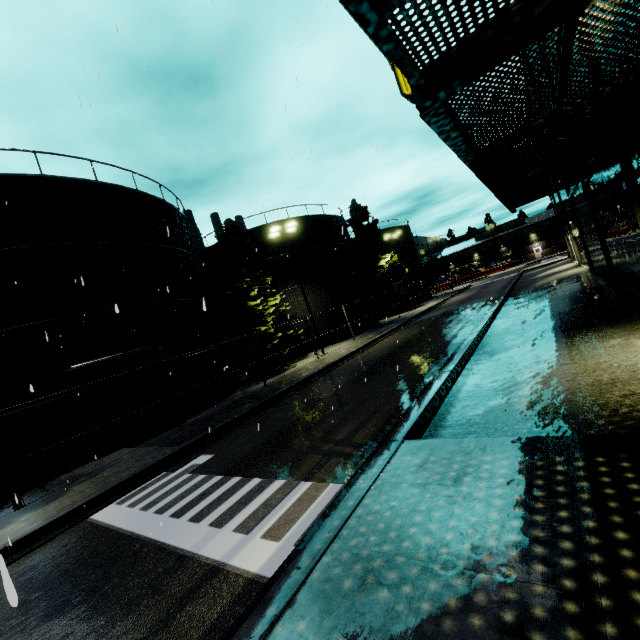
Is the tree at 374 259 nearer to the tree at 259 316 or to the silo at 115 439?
the silo at 115 439

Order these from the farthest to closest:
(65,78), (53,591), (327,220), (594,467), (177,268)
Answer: (327,220), (177,268), (65,78), (53,591), (594,467)

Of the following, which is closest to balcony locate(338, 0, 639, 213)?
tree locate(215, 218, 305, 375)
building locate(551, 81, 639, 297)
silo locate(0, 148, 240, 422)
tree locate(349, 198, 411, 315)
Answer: building locate(551, 81, 639, 297)

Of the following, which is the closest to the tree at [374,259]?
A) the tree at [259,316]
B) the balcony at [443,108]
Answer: the tree at [259,316]

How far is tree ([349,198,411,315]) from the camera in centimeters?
4162cm

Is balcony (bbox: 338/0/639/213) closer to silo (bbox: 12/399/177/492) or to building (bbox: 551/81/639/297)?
building (bbox: 551/81/639/297)

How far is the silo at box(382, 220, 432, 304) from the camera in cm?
4778

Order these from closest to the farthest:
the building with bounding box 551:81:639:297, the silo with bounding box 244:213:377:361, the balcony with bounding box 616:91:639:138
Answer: the balcony with bounding box 616:91:639:138, the building with bounding box 551:81:639:297, the silo with bounding box 244:213:377:361
